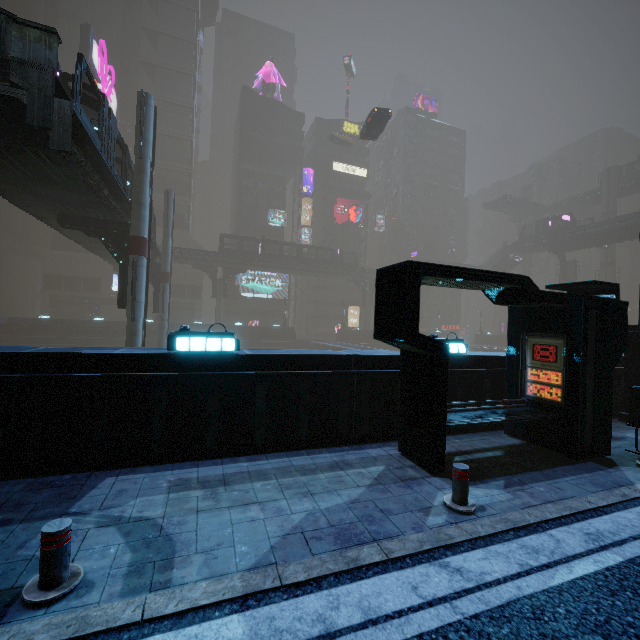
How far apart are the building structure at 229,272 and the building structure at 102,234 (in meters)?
30.83

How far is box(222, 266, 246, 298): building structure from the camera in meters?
49.5 m

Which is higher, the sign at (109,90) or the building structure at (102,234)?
the sign at (109,90)

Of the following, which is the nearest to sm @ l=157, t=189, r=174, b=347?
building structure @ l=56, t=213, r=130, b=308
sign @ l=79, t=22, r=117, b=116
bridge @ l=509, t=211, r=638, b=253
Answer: building structure @ l=56, t=213, r=130, b=308

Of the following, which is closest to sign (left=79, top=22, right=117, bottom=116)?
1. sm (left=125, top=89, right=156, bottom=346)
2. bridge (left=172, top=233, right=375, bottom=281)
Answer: bridge (left=172, top=233, right=375, bottom=281)

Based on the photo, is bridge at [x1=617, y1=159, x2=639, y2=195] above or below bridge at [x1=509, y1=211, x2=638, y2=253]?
above

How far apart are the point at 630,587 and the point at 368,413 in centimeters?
451cm

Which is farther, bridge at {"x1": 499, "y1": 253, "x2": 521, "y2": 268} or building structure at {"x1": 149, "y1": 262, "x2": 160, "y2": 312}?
bridge at {"x1": 499, "y1": 253, "x2": 521, "y2": 268}
